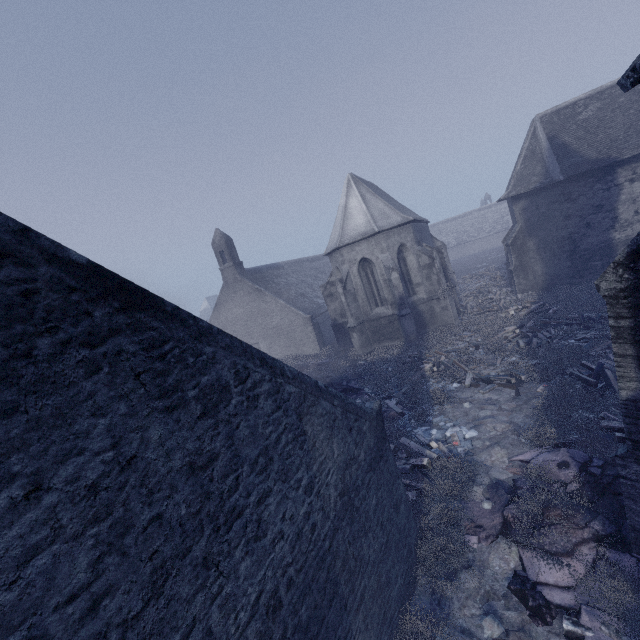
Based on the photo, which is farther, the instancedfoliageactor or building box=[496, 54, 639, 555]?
the instancedfoliageactor

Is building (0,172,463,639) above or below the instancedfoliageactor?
above

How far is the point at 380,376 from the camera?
16.2m

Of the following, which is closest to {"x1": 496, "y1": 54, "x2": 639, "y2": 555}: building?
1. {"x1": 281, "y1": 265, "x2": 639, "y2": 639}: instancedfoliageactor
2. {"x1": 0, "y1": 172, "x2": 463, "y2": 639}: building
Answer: {"x1": 281, "y1": 265, "x2": 639, "y2": 639}: instancedfoliageactor

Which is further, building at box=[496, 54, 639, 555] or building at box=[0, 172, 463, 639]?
building at box=[496, 54, 639, 555]

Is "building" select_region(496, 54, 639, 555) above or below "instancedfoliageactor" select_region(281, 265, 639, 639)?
above

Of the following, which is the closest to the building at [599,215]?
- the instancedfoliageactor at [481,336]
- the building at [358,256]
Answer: the instancedfoliageactor at [481,336]
